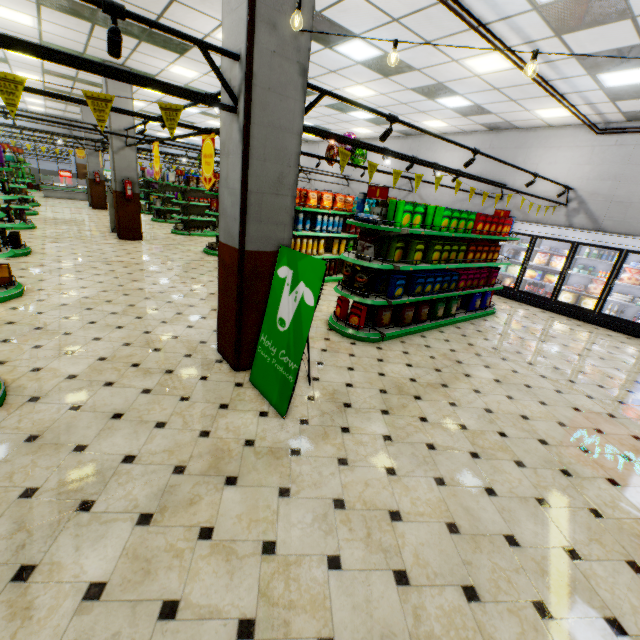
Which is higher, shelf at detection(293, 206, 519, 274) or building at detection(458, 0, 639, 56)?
building at detection(458, 0, 639, 56)

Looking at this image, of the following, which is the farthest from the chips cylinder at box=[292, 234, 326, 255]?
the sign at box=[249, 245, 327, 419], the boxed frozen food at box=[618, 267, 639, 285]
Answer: the boxed frozen food at box=[618, 267, 639, 285]

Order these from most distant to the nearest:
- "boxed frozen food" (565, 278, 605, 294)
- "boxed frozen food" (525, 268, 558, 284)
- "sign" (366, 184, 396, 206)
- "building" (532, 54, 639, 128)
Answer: "boxed frozen food" (525, 268, 558, 284)
"boxed frozen food" (565, 278, 605, 294)
"building" (532, 54, 639, 128)
"sign" (366, 184, 396, 206)

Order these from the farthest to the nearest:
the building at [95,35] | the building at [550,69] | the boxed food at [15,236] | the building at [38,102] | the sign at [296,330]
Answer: the building at [38,102] < the boxed food at [15,236] < the building at [95,35] < the building at [550,69] < the sign at [296,330]

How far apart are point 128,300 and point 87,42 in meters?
7.1

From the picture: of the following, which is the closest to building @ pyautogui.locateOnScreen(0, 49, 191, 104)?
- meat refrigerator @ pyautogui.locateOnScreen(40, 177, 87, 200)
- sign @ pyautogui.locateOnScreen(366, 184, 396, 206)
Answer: meat refrigerator @ pyautogui.locateOnScreen(40, 177, 87, 200)

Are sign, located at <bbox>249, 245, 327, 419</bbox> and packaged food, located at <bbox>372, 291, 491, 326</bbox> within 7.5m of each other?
yes

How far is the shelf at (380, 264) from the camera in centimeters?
512cm
